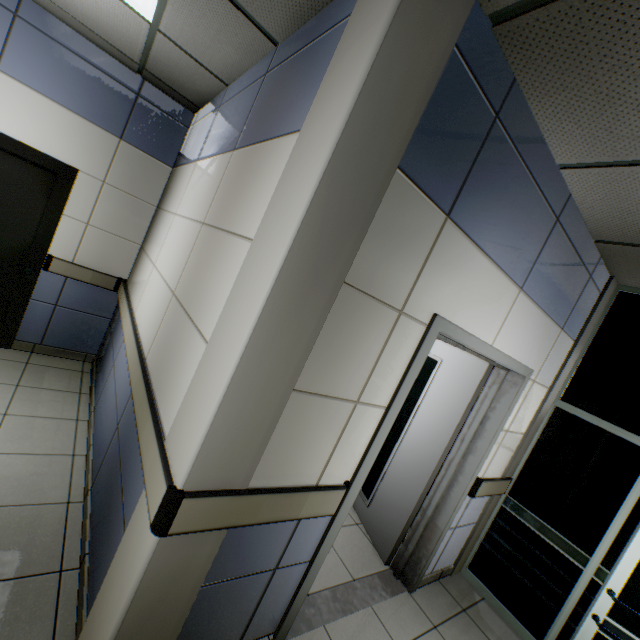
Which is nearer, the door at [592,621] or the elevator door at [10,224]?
the door at [592,621]

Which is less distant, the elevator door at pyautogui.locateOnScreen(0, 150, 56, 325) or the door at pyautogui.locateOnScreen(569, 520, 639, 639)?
the door at pyautogui.locateOnScreen(569, 520, 639, 639)

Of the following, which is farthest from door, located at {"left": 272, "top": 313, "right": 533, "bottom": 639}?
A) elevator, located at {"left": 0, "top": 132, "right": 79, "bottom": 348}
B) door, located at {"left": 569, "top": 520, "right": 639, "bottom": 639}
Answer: elevator, located at {"left": 0, "top": 132, "right": 79, "bottom": 348}

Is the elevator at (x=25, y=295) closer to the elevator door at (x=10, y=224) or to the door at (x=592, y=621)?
the elevator door at (x=10, y=224)

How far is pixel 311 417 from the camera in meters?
1.5 m

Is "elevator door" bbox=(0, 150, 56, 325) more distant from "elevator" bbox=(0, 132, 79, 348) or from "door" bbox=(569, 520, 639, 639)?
"door" bbox=(569, 520, 639, 639)

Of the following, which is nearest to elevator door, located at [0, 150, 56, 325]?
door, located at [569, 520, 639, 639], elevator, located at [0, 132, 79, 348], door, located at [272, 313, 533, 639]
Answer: elevator, located at [0, 132, 79, 348]
